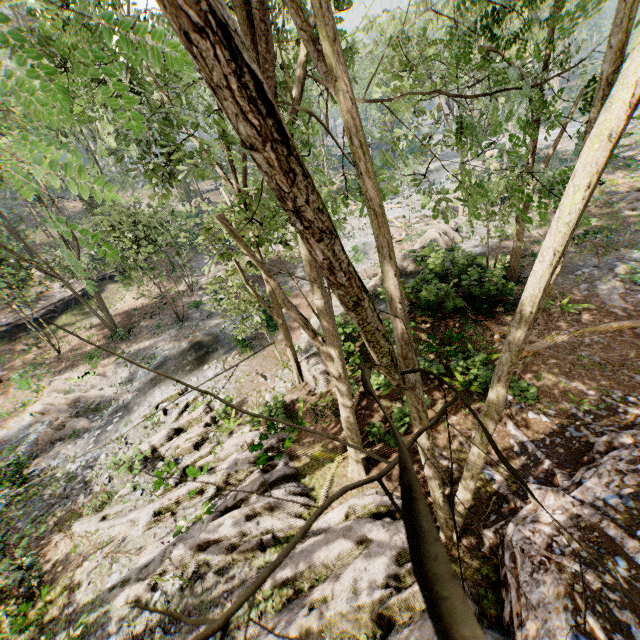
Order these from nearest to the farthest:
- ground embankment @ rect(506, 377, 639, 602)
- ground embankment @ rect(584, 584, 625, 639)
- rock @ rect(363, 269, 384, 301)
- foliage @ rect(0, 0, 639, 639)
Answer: foliage @ rect(0, 0, 639, 639), ground embankment @ rect(584, 584, 625, 639), ground embankment @ rect(506, 377, 639, 602), rock @ rect(363, 269, 384, 301)

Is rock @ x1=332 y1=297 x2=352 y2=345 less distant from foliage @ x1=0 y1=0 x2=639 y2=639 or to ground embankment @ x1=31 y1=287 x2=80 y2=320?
foliage @ x1=0 y1=0 x2=639 y2=639

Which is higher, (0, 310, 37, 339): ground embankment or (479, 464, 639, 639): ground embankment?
(479, 464, 639, 639): ground embankment

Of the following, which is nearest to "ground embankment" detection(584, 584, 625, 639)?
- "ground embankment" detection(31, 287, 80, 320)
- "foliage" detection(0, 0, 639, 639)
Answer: "foliage" detection(0, 0, 639, 639)

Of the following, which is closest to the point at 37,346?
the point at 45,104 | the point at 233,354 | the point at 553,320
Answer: the point at 233,354

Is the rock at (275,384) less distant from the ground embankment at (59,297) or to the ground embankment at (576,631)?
the ground embankment at (576,631)

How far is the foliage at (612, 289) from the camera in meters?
14.6

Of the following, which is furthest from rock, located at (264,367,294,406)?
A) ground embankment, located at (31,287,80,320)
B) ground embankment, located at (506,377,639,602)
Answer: ground embankment, located at (31,287,80,320)
